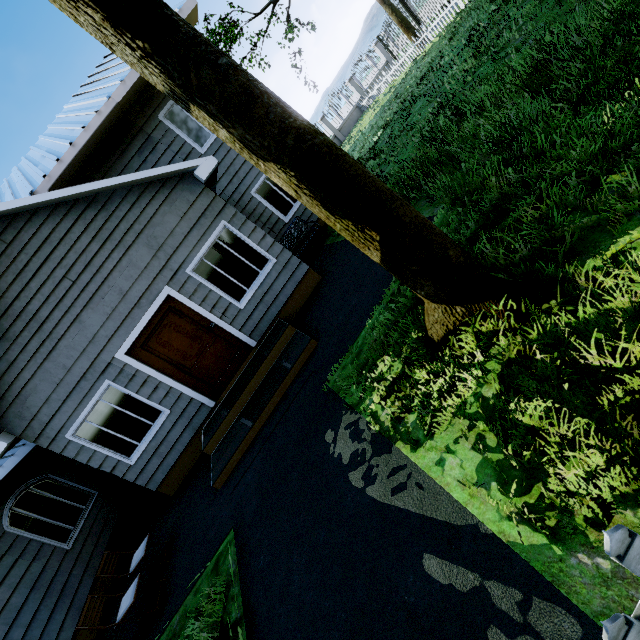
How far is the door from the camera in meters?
6.6

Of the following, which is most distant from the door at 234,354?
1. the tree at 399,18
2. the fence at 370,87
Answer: the tree at 399,18

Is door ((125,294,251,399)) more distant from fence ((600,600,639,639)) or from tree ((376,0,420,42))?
tree ((376,0,420,42))

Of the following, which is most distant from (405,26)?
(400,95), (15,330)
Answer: (15,330)

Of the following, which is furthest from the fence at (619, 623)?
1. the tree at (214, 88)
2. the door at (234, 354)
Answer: the door at (234, 354)

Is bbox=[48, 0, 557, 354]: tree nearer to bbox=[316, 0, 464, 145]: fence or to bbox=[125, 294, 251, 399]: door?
bbox=[316, 0, 464, 145]: fence

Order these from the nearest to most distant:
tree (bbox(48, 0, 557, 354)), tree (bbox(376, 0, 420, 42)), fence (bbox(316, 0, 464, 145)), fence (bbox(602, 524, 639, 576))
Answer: fence (bbox(602, 524, 639, 576)) → tree (bbox(48, 0, 557, 354)) → fence (bbox(316, 0, 464, 145)) → tree (bbox(376, 0, 420, 42))
